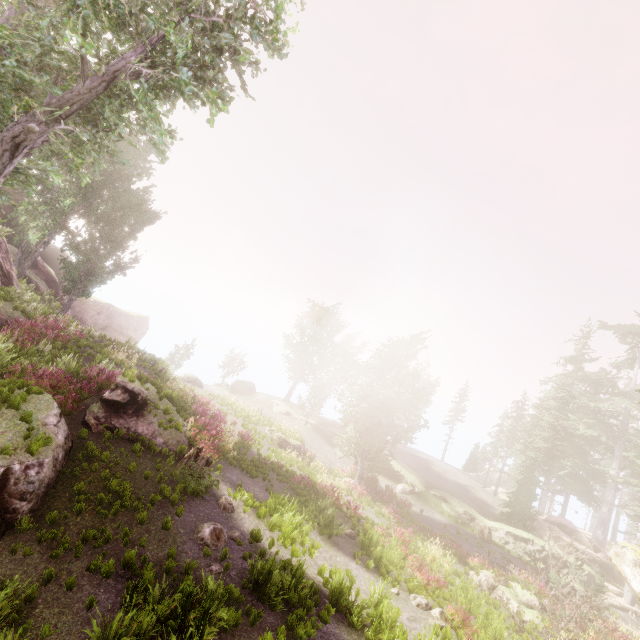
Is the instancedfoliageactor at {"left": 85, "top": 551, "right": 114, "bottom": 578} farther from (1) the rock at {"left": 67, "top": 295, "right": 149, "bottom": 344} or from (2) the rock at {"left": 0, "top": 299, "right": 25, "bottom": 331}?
(1) the rock at {"left": 67, "top": 295, "right": 149, "bottom": 344}

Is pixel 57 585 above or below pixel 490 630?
above

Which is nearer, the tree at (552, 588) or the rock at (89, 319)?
the tree at (552, 588)

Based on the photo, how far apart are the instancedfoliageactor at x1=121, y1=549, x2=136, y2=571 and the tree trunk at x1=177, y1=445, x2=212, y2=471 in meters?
3.9 m

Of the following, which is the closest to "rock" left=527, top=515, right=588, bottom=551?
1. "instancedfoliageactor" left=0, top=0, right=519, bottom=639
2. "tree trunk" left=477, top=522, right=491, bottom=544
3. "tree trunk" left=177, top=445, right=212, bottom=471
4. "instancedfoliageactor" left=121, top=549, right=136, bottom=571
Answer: "instancedfoliageactor" left=0, top=0, right=519, bottom=639

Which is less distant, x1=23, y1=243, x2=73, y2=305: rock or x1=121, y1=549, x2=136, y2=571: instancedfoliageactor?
x1=121, y1=549, x2=136, y2=571: instancedfoliageactor

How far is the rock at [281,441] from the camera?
26.22m

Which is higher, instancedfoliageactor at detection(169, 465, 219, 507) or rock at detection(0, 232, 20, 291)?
rock at detection(0, 232, 20, 291)
